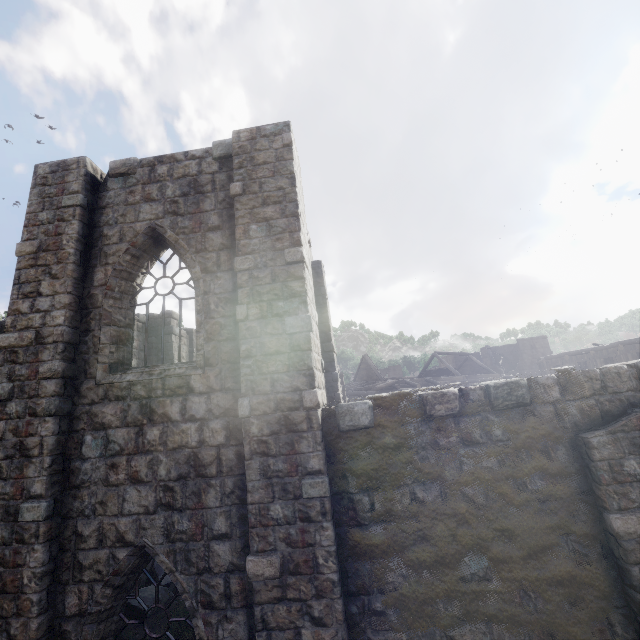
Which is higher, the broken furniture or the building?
the building

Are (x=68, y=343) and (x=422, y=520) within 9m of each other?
yes

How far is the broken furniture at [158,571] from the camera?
9.3m

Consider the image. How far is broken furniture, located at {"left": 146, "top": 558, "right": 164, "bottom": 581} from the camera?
9.31m

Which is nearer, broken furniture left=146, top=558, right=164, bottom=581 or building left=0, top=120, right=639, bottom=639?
building left=0, top=120, right=639, bottom=639

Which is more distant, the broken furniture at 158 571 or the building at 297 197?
the broken furniture at 158 571
